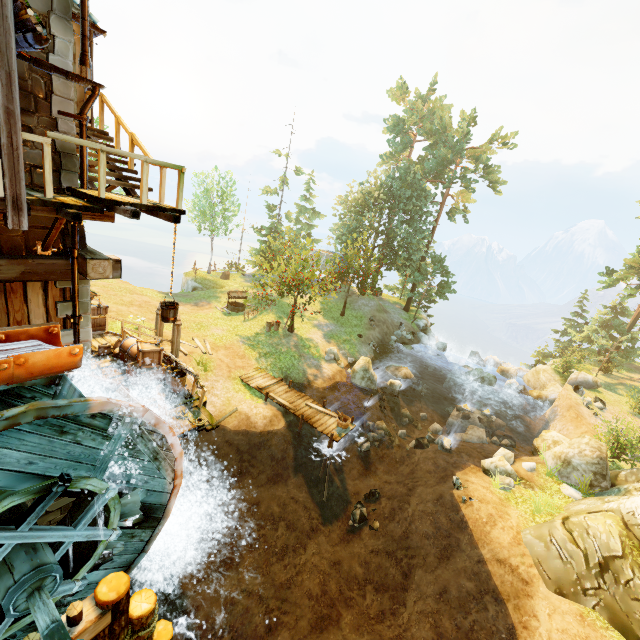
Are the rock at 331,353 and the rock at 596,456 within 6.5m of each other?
no

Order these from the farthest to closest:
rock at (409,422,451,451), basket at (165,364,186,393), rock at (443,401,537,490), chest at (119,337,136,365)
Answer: rock at (409,422,451,451) < rock at (443,401,537,490) < chest at (119,337,136,365) < basket at (165,364,186,393)

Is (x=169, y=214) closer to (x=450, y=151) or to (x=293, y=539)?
(x=293, y=539)

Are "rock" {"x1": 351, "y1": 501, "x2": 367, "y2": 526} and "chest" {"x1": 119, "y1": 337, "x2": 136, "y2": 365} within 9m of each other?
no

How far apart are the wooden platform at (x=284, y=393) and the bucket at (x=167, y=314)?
9.7m

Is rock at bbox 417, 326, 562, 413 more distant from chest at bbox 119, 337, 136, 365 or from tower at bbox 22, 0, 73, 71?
tower at bbox 22, 0, 73, 71

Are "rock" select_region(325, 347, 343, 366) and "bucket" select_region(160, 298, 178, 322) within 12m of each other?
no

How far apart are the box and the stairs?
6.00m
